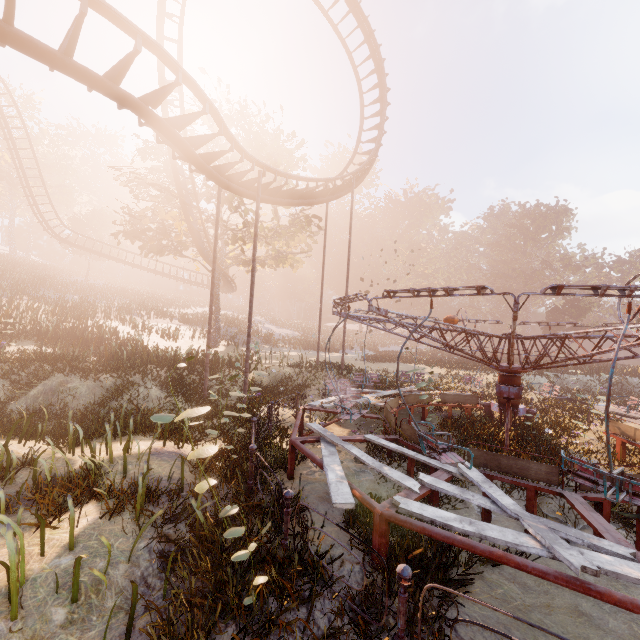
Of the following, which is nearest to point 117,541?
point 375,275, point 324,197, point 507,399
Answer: point 507,399

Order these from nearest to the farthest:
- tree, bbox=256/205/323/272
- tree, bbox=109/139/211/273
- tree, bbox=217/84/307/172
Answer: tree, bbox=109/139/211/273
tree, bbox=217/84/307/172
tree, bbox=256/205/323/272

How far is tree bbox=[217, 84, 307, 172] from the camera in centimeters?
2253cm

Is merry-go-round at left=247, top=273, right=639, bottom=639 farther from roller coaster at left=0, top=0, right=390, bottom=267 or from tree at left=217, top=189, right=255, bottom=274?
tree at left=217, top=189, right=255, bottom=274

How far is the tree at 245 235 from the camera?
22.0m

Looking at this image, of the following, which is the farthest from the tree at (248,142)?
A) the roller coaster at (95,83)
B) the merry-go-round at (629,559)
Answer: the merry-go-round at (629,559)

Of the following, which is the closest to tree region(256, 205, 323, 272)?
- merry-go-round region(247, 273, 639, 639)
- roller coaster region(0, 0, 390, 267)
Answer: roller coaster region(0, 0, 390, 267)
